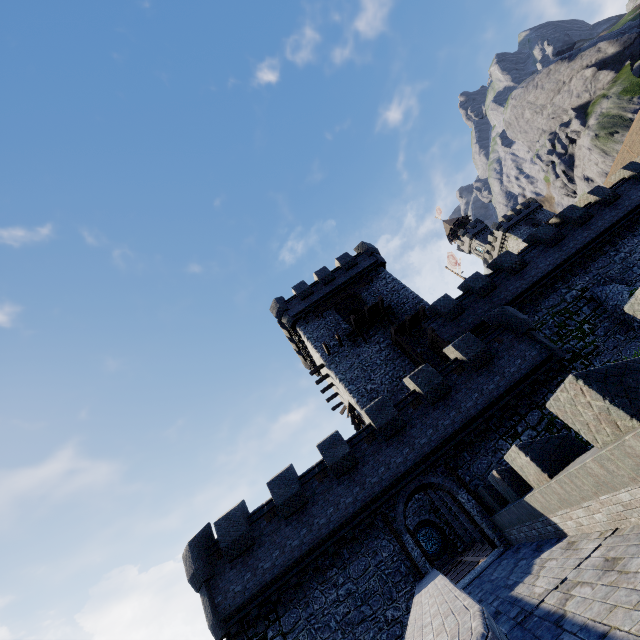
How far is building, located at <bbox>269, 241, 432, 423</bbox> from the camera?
23.5m

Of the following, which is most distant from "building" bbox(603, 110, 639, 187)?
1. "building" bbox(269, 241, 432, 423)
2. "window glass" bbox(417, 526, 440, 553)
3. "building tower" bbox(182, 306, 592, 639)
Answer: "window glass" bbox(417, 526, 440, 553)

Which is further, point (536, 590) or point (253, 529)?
point (253, 529)

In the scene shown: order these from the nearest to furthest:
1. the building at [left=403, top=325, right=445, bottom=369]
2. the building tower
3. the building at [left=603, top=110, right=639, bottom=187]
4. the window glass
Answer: the building tower
the building at [left=403, top=325, right=445, bottom=369]
the window glass
the building at [left=603, top=110, right=639, bottom=187]

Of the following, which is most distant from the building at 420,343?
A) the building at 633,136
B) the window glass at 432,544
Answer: the building at 633,136

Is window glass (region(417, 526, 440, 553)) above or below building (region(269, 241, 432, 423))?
below

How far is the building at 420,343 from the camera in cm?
2307

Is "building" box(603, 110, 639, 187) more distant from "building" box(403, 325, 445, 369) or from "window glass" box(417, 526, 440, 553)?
"window glass" box(417, 526, 440, 553)
